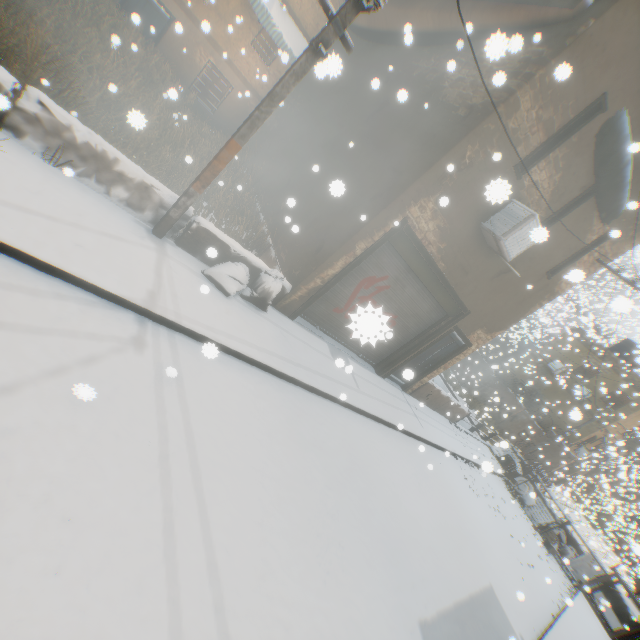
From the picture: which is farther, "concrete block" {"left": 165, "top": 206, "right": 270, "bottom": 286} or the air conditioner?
the air conditioner

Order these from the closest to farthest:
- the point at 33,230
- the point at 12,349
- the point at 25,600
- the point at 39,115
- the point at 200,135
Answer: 1. the point at 25,600
2. the point at 12,349
3. the point at 33,230
4. the point at 39,115
5. the point at 200,135

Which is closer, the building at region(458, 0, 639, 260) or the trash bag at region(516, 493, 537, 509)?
the building at region(458, 0, 639, 260)

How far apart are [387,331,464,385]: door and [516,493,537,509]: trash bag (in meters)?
6.73

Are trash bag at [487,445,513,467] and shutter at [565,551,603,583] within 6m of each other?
yes

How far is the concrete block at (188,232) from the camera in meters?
5.6 m

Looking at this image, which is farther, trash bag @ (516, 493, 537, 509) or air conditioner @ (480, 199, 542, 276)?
trash bag @ (516, 493, 537, 509)

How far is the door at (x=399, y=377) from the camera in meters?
10.1 m
